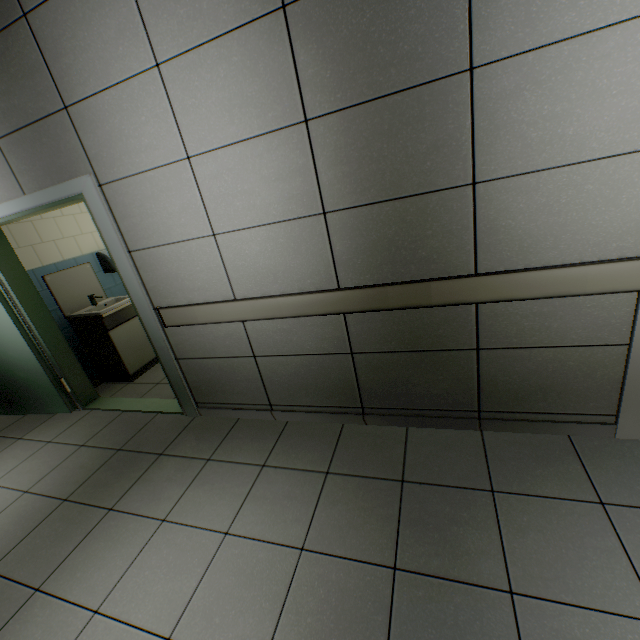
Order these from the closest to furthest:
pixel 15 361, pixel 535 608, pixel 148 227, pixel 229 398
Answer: pixel 535 608 < pixel 148 227 < pixel 229 398 < pixel 15 361

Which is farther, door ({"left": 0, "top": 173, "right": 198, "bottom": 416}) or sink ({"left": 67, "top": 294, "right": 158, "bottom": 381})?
sink ({"left": 67, "top": 294, "right": 158, "bottom": 381})

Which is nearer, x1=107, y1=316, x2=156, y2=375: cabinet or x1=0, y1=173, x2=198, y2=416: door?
x1=0, y1=173, x2=198, y2=416: door

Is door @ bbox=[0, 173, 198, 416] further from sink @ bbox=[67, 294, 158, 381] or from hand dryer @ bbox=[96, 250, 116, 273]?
hand dryer @ bbox=[96, 250, 116, 273]

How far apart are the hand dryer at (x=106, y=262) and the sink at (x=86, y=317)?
0.4m

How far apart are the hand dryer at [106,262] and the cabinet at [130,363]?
0.69m

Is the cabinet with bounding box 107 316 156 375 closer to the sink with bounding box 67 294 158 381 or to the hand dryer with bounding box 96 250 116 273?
the sink with bounding box 67 294 158 381

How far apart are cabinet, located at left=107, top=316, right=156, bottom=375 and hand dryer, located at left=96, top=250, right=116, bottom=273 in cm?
69
